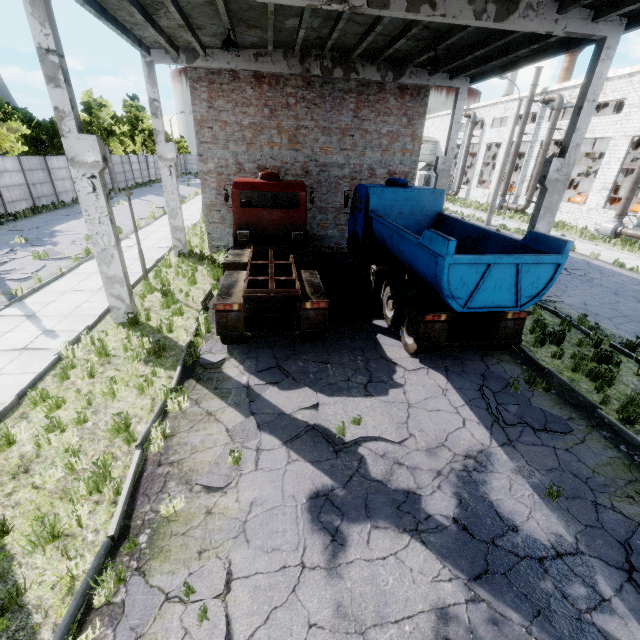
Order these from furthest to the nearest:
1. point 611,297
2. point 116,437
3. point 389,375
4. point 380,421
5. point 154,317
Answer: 1. point 611,297
2. point 154,317
3. point 389,375
4. point 380,421
5. point 116,437

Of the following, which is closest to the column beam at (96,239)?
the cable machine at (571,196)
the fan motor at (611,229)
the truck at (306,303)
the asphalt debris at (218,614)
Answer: the truck at (306,303)

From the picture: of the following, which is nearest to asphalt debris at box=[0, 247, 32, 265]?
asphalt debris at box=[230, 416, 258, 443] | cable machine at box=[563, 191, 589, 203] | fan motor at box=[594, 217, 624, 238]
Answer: asphalt debris at box=[230, 416, 258, 443]

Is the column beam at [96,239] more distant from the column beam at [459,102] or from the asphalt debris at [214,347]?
the column beam at [459,102]

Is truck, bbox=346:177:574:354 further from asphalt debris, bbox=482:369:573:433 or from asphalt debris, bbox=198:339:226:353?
asphalt debris, bbox=482:369:573:433

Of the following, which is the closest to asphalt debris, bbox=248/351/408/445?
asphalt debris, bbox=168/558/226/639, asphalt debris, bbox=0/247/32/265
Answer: asphalt debris, bbox=168/558/226/639

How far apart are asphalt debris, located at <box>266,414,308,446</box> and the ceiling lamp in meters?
9.4 m

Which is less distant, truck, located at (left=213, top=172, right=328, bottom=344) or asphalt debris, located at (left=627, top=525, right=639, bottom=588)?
asphalt debris, located at (left=627, top=525, right=639, bottom=588)
